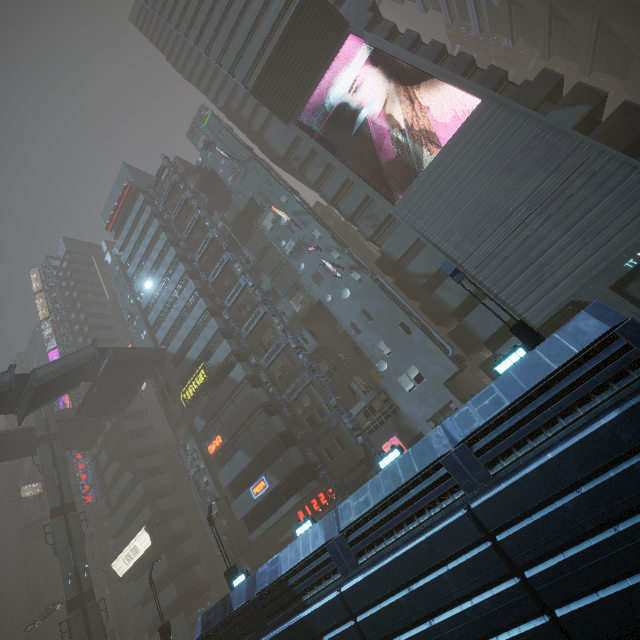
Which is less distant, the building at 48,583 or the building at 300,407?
the building at 300,407

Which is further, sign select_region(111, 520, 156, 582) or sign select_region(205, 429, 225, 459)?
sign select_region(111, 520, 156, 582)

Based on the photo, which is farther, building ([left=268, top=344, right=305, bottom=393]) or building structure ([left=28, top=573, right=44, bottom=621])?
building structure ([left=28, top=573, right=44, bottom=621])

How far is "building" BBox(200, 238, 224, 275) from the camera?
37.5m

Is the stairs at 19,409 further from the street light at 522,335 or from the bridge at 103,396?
the street light at 522,335

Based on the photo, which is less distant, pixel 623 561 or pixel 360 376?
pixel 623 561

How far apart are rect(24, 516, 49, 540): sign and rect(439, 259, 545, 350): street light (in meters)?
77.26

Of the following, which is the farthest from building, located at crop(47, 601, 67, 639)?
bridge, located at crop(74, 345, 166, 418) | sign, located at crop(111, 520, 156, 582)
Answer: bridge, located at crop(74, 345, 166, 418)
